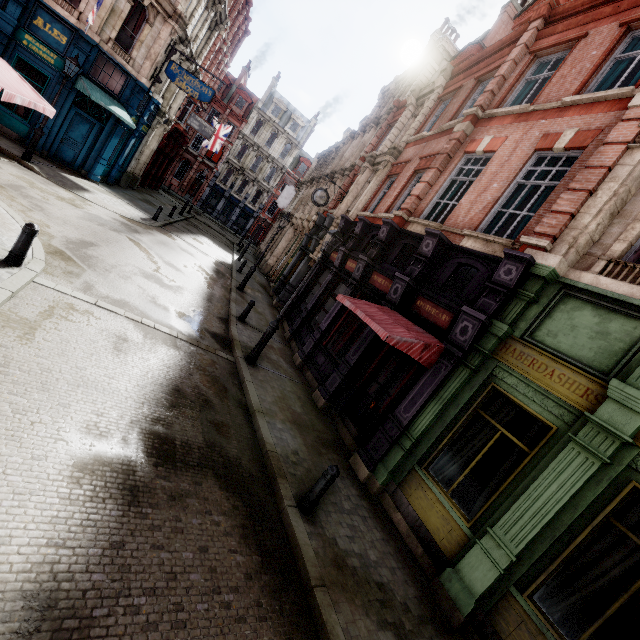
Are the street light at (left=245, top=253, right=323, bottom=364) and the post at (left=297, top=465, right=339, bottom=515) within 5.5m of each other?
yes

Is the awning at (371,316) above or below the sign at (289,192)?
below

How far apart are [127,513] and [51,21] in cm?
2151

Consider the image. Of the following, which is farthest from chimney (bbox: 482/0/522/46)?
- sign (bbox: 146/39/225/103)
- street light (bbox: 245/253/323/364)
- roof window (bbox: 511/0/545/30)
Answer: street light (bbox: 245/253/323/364)

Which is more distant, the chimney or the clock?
the chimney

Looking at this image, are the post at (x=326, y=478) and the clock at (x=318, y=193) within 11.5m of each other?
no

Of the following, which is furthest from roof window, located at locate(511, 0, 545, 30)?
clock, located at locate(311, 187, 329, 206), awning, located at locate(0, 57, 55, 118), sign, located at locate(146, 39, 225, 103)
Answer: awning, located at locate(0, 57, 55, 118)

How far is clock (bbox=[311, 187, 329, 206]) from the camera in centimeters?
1777cm
